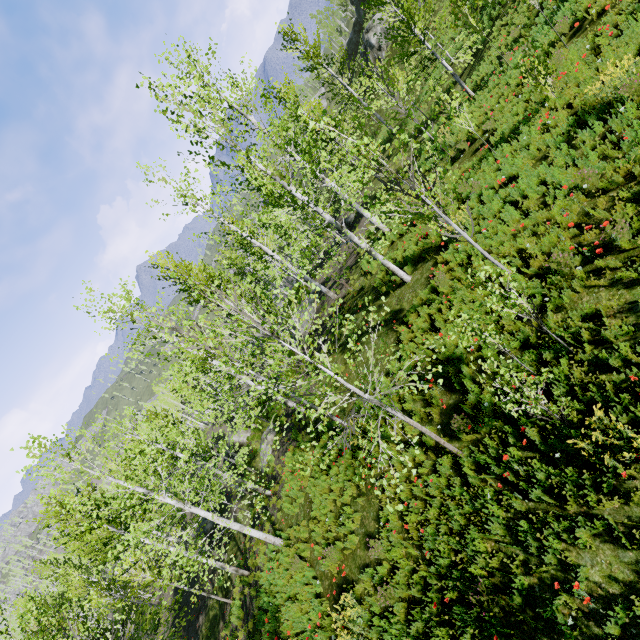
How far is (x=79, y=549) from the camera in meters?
22.4 m
